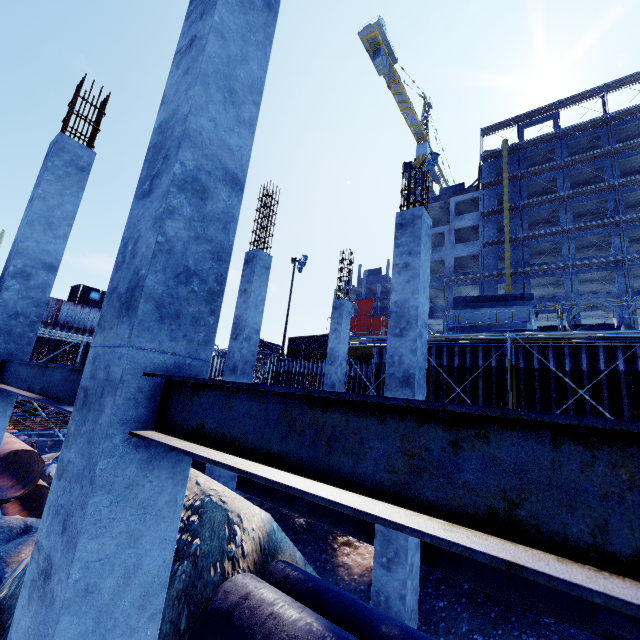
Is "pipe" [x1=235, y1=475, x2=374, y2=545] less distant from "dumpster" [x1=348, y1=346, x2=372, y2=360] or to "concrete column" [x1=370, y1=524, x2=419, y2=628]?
"concrete column" [x1=370, y1=524, x2=419, y2=628]

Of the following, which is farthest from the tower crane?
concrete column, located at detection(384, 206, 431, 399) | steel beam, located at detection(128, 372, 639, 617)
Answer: steel beam, located at detection(128, 372, 639, 617)

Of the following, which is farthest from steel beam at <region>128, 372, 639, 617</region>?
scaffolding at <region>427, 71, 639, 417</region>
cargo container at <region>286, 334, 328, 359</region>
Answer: cargo container at <region>286, 334, 328, 359</region>

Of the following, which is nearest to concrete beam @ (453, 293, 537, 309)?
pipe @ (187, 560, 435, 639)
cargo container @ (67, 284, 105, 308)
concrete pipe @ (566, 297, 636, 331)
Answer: concrete pipe @ (566, 297, 636, 331)

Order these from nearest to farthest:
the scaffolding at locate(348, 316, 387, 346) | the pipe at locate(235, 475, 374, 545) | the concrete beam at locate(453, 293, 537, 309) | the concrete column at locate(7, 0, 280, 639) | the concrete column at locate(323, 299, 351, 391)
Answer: the concrete column at locate(7, 0, 280, 639), the pipe at locate(235, 475, 374, 545), the concrete column at locate(323, 299, 351, 391), the scaffolding at locate(348, 316, 387, 346), the concrete beam at locate(453, 293, 537, 309)

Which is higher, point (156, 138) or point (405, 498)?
point (156, 138)

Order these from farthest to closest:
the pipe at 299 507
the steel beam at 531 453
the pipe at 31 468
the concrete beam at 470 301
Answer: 1. the concrete beam at 470 301
2. the pipe at 31 468
3. the pipe at 299 507
4. the steel beam at 531 453

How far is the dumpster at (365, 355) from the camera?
27.3 meters
